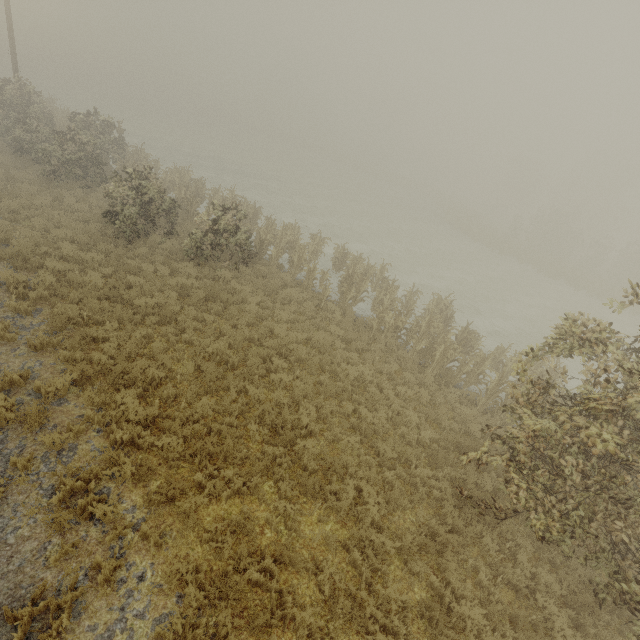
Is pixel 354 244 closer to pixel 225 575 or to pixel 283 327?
pixel 283 327
